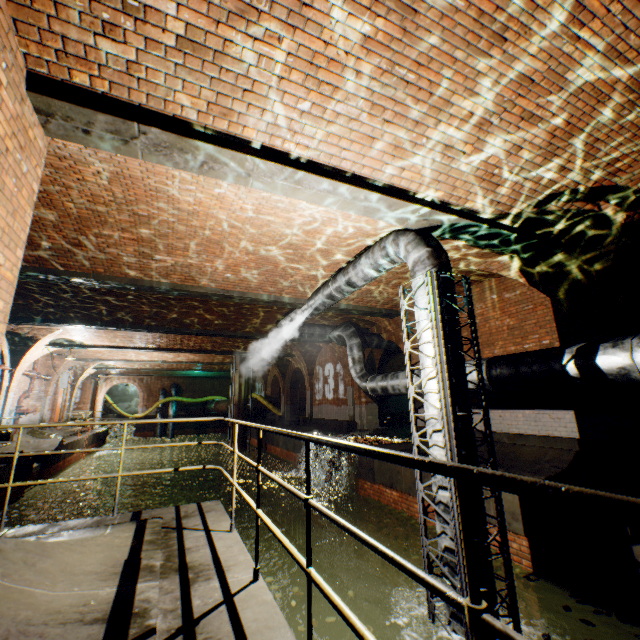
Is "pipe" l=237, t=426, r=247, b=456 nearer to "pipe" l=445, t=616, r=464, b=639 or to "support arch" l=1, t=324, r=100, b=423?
"support arch" l=1, t=324, r=100, b=423

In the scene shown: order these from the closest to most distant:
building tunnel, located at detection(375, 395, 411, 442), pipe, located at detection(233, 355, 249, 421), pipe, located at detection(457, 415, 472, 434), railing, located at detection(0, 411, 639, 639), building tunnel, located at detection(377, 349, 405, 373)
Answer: railing, located at detection(0, 411, 639, 639) → pipe, located at detection(457, 415, 472, 434) → building tunnel, located at detection(375, 395, 411, 442) → pipe, located at detection(233, 355, 249, 421) → building tunnel, located at detection(377, 349, 405, 373)

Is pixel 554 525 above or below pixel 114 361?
below

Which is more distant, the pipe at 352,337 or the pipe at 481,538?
the pipe at 352,337

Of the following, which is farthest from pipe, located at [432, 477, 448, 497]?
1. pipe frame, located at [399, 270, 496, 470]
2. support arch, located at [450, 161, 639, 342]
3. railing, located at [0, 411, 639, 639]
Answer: railing, located at [0, 411, 639, 639]

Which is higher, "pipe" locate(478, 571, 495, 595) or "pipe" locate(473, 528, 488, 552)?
"pipe" locate(473, 528, 488, 552)

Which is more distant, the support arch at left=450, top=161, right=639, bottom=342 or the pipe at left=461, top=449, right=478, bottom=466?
the support arch at left=450, top=161, right=639, bottom=342

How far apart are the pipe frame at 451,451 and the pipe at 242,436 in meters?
16.6 m
